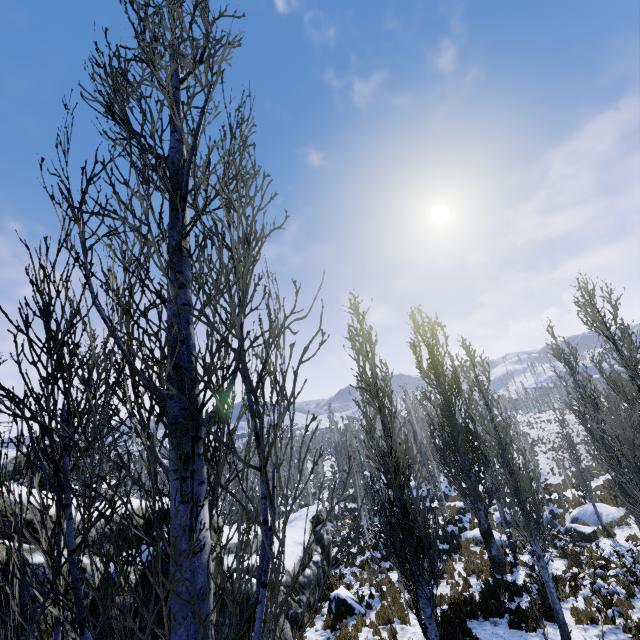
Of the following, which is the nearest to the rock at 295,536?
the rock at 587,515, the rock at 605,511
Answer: the rock at 587,515

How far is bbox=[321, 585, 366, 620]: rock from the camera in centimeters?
1179cm

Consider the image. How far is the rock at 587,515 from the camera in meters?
18.7

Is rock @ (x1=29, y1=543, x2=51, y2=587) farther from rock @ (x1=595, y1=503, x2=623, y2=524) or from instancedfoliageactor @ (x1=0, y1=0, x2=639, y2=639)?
rock @ (x1=595, y1=503, x2=623, y2=524)

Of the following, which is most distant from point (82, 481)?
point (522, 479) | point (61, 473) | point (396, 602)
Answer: point (522, 479)

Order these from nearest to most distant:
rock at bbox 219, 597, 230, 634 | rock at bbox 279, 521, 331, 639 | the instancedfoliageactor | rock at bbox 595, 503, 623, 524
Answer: the instancedfoliageactor, rock at bbox 219, 597, 230, 634, rock at bbox 279, 521, 331, 639, rock at bbox 595, 503, 623, 524

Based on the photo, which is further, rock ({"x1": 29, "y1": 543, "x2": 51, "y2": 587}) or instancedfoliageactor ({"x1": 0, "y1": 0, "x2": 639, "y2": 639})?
rock ({"x1": 29, "y1": 543, "x2": 51, "y2": 587})

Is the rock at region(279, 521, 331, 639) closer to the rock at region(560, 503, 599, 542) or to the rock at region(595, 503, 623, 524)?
the rock at region(560, 503, 599, 542)
